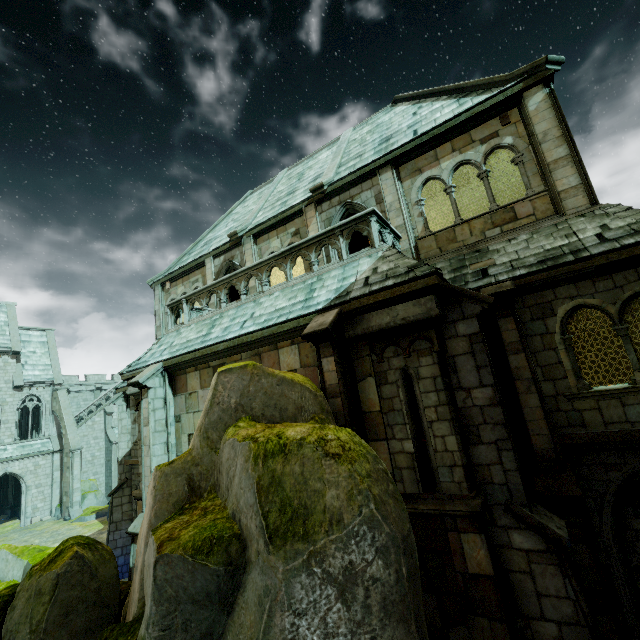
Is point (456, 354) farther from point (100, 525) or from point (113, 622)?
point (100, 525)

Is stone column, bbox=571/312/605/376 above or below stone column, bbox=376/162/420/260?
below

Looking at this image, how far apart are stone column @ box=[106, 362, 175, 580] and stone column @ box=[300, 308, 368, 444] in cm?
856

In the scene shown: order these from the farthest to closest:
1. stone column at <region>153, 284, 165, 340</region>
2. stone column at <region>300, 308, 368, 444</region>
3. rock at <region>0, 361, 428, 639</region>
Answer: stone column at <region>153, 284, 165, 340</region> < stone column at <region>300, 308, 368, 444</region> < rock at <region>0, 361, 428, 639</region>

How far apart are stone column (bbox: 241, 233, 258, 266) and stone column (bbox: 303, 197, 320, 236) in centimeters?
253cm

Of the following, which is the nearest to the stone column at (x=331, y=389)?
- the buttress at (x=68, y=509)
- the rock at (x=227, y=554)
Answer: the rock at (x=227, y=554)

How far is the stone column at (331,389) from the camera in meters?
6.6

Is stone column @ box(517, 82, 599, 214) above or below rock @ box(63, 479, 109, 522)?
above
